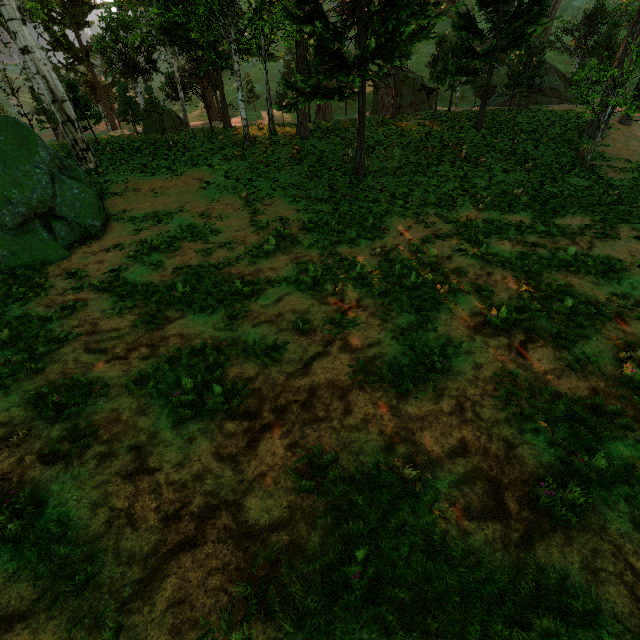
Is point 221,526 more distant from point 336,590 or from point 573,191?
point 573,191
